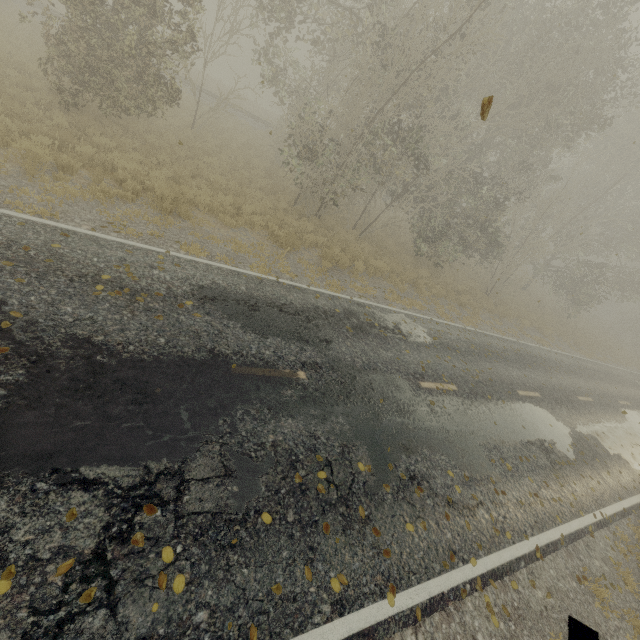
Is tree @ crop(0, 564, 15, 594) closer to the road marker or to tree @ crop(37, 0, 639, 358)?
the road marker

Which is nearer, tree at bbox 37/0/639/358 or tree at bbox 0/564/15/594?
tree at bbox 0/564/15/594

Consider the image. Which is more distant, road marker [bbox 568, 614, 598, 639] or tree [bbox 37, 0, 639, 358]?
tree [bbox 37, 0, 639, 358]

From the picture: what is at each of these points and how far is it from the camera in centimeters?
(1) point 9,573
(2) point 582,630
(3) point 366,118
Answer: (1) tree, 275cm
(2) road marker, 315cm
(3) tree, 1423cm

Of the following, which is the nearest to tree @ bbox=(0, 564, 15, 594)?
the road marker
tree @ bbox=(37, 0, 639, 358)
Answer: the road marker

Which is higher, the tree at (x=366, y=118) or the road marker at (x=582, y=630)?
the tree at (x=366, y=118)

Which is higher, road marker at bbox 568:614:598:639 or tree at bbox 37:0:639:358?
tree at bbox 37:0:639:358

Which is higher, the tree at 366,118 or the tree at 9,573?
the tree at 366,118
